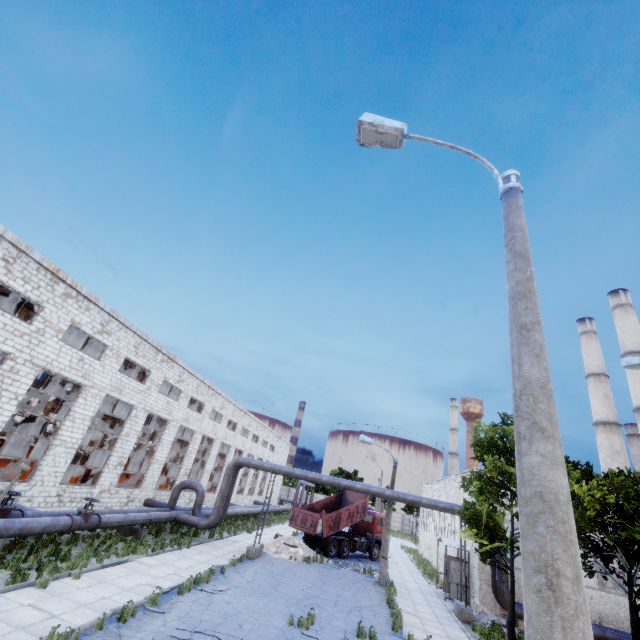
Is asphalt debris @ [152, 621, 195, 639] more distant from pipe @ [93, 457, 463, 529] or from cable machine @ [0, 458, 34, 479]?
cable machine @ [0, 458, 34, 479]

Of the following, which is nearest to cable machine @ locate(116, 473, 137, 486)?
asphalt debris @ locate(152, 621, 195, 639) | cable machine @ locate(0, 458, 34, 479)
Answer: cable machine @ locate(0, 458, 34, 479)

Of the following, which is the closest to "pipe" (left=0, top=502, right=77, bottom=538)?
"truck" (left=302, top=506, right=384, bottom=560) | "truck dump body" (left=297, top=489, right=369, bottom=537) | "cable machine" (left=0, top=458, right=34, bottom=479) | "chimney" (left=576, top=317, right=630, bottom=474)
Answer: "cable machine" (left=0, top=458, right=34, bottom=479)

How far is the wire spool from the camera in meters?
21.4

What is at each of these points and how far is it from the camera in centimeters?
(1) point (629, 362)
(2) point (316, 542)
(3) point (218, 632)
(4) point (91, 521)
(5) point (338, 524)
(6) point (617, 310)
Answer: (1) lamp post, 1048cm
(2) truck, 2509cm
(3) asphalt debris, 982cm
(4) pipe valve, 1451cm
(5) truck dump body, 2570cm
(6) chimney, 3822cm

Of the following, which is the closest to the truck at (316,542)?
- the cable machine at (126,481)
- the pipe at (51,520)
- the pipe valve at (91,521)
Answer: the cable machine at (126,481)

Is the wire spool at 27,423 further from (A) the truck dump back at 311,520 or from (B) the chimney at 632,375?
(B) the chimney at 632,375

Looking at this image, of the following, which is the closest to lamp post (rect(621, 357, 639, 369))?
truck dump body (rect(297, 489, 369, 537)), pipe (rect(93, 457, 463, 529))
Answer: pipe (rect(93, 457, 463, 529))
